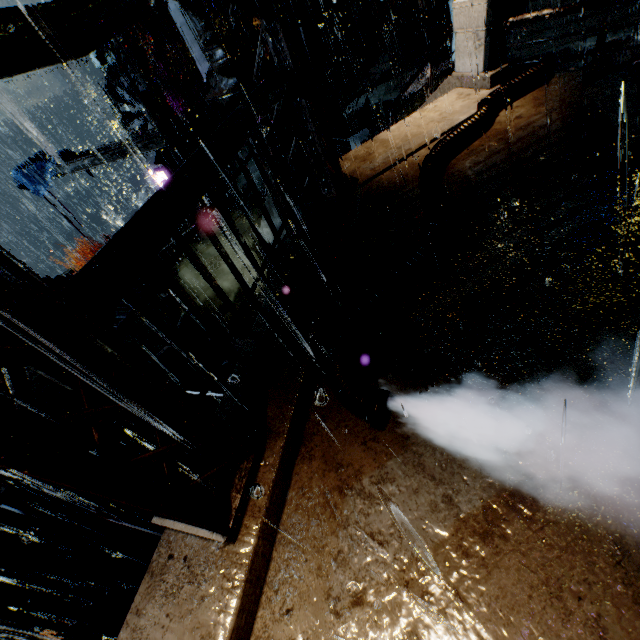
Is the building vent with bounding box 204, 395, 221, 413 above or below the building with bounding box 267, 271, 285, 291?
below

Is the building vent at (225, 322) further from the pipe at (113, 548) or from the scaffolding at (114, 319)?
the pipe at (113, 548)

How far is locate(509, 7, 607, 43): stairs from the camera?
15.2m

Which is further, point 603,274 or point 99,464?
point 603,274

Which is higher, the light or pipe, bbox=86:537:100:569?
the light

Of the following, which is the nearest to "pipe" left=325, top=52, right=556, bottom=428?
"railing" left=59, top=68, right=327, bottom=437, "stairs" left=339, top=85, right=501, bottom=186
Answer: "stairs" left=339, top=85, right=501, bottom=186

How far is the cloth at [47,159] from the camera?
21.00m

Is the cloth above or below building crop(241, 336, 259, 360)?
below
